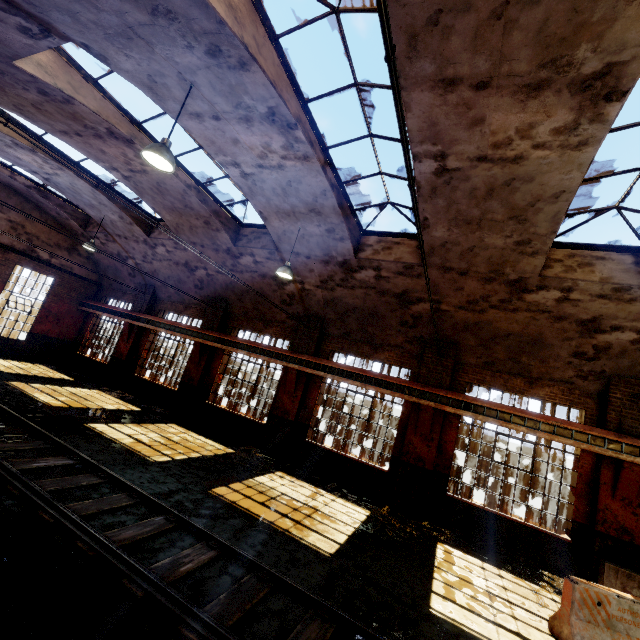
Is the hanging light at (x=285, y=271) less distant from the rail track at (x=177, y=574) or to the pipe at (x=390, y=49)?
the pipe at (x=390, y=49)

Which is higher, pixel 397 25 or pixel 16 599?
pixel 397 25

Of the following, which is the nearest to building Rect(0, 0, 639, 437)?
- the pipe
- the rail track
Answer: the pipe

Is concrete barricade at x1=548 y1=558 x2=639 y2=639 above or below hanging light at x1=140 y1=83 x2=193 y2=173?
below

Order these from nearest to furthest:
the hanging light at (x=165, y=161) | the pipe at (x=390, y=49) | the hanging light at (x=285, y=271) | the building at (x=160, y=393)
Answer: the pipe at (x=390, y=49) → the hanging light at (x=165, y=161) → the building at (x=160, y=393) → the hanging light at (x=285, y=271)

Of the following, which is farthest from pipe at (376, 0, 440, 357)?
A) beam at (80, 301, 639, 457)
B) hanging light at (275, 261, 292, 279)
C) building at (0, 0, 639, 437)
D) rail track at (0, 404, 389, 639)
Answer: rail track at (0, 404, 389, 639)

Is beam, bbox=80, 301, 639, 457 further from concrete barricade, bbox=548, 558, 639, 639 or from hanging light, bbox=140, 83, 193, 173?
hanging light, bbox=140, 83, 193, 173

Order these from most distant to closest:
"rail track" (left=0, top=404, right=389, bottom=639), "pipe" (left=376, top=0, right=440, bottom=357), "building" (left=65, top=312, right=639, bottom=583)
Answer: "building" (left=65, top=312, right=639, bottom=583) < "rail track" (left=0, top=404, right=389, bottom=639) < "pipe" (left=376, top=0, right=440, bottom=357)
